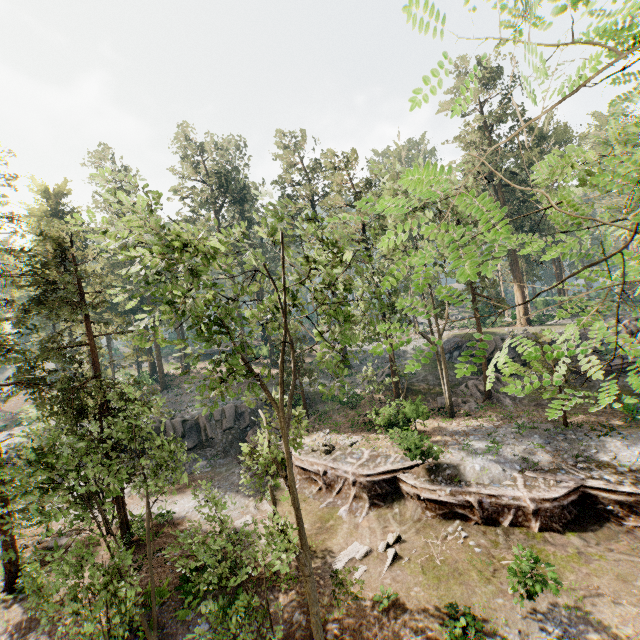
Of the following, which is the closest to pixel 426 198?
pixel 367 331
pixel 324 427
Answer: pixel 367 331

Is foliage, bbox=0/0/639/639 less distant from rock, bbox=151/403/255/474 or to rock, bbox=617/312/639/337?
rock, bbox=617/312/639/337

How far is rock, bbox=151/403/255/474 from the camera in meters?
28.6 m

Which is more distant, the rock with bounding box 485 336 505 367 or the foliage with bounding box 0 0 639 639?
the rock with bounding box 485 336 505 367

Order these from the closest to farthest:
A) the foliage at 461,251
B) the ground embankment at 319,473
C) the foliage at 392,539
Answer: the foliage at 461,251
the foliage at 392,539
the ground embankment at 319,473

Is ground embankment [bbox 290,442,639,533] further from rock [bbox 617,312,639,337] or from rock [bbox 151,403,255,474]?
rock [bbox 617,312,639,337]

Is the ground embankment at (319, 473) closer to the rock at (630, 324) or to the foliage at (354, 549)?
the foliage at (354, 549)

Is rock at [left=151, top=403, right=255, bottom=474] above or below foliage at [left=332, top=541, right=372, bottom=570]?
above
